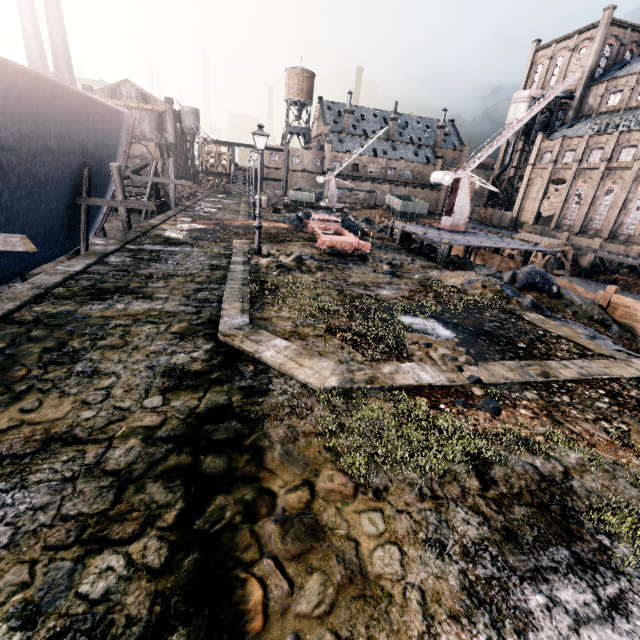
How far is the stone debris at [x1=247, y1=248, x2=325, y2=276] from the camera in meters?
14.5

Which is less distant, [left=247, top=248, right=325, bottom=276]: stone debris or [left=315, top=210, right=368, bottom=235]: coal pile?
[left=247, top=248, right=325, bottom=276]: stone debris

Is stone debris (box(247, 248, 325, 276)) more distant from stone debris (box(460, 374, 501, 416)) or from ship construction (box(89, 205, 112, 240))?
ship construction (box(89, 205, 112, 240))

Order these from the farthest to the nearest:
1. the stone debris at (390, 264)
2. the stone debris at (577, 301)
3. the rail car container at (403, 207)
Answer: the rail car container at (403, 207)
the stone debris at (390, 264)
the stone debris at (577, 301)

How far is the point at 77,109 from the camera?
14.9m

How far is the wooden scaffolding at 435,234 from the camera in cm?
2002

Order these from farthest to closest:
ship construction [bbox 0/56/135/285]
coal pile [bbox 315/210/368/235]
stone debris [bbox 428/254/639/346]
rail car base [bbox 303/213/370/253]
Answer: coal pile [bbox 315/210/368/235]
rail car base [bbox 303/213/370/253]
stone debris [bbox 428/254/639/346]
ship construction [bbox 0/56/135/285]

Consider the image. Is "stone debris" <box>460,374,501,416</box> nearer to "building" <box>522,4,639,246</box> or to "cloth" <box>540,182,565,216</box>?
"building" <box>522,4,639,246</box>
